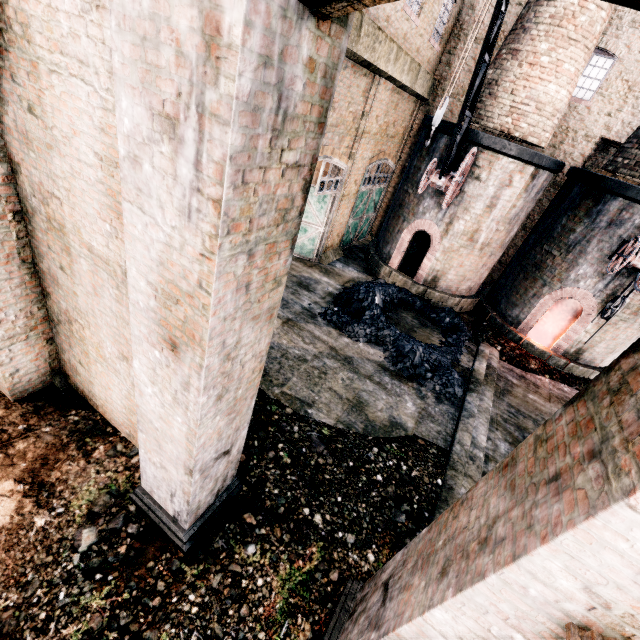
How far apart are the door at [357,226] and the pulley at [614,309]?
11.49m

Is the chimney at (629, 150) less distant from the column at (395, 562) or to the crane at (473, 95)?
the crane at (473, 95)

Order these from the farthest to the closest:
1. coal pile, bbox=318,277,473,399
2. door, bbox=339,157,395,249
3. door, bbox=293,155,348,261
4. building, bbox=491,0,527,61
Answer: door, bbox=339,157,395,249 < building, bbox=491,0,527,61 < door, bbox=293,155,348,261 < coal pile, bbox=318,277,473,399

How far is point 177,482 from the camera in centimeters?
474cm

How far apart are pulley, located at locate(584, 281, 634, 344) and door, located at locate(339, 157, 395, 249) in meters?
11.5

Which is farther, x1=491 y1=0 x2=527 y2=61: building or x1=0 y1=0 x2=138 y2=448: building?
x1=491 y1=0 x2=527 y2=61: building

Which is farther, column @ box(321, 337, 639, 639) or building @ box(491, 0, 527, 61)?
building @ box(491, 0, 527, 61)

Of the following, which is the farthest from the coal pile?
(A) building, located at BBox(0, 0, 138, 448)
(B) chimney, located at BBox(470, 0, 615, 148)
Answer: (B) chimney, located at BBox(470, 0, 615, 148)
